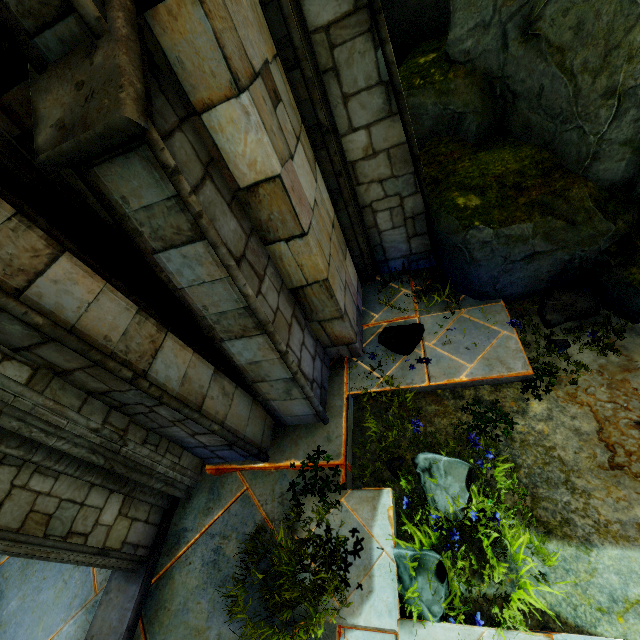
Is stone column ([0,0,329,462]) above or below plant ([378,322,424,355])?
above

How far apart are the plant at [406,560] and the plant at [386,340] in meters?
1.2

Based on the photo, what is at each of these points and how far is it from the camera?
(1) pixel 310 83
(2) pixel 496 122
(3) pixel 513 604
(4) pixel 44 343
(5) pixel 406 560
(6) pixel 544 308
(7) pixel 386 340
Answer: (1) stone column, 3.54m
(2) rock, 4.82m
(3) plant, 2.62m
(4) stone column, 2.43m
(5) plant, 2.95m
(6) plant, 4.12m
(7) plant, 4.67m

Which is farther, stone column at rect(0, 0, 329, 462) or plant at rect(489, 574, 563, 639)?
plant at rect(489, 574, 563, 639)

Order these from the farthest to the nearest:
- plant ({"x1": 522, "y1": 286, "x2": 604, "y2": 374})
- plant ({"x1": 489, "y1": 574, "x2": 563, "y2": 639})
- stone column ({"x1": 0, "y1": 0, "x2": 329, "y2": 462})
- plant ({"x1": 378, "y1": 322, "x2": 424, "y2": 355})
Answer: plant ({"x1": 378, "y1": 322, "x2": 424, "y2": 355}) < plant ({"x1": 522, "y1": 286, "x2": 604, "y2": 374}) < plant ({"x1": 489, "y1": 574, "x2": 563, "y2": 639}) < stone column ({"x1": 0, "y1": 0, "x2": 329, "y2": 462})

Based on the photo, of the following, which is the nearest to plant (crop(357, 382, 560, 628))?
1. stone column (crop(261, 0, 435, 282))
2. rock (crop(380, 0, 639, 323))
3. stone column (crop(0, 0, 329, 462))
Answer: stone column (crop(0, 0, 329, 462))

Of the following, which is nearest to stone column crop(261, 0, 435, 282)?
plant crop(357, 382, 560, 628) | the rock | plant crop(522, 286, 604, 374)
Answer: the rock

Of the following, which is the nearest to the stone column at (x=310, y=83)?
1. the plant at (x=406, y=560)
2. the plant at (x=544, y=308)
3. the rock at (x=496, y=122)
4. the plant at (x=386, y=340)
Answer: the rock at (x=496, y=122)
